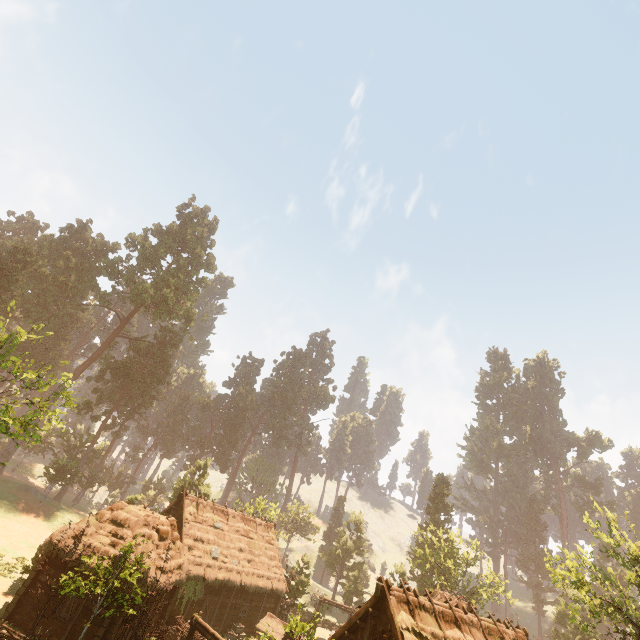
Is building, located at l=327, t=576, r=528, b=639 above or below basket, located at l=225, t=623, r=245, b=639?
above

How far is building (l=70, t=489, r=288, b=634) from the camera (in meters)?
19.70

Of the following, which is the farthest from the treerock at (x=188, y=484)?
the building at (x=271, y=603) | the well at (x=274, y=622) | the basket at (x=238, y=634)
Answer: the well at (x=274, y=622)

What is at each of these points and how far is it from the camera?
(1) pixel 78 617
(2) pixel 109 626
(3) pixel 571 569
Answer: (1) building, 17.3 meters
(2) building, 16.9 meters
(3) treerock, 20.8 meters

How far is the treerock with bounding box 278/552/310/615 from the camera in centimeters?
3116cm

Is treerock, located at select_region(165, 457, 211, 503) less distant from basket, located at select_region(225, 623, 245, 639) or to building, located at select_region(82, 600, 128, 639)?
building, located at select_region(82, 600, 128, 639)

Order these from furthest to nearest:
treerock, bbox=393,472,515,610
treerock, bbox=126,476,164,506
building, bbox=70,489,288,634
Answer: treerock, bbox=393,472,515,610 < treerock, bbox=126,476,164,506 < building, bbox=70,489,288,634

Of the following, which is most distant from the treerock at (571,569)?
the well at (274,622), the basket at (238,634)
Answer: the well at (274,622)
